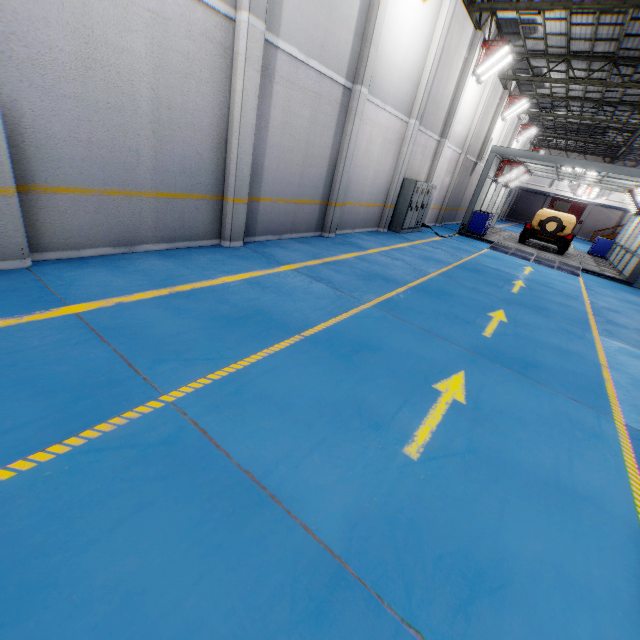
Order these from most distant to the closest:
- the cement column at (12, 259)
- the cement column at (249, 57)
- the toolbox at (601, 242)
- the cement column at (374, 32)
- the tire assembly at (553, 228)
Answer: the toolbox at (601, 242) → the tire assembly at (553, 228) → the cement column at (374, 32) → the cement column at (249, 57) → the cement column at (12, 259)

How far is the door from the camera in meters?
39.8 m

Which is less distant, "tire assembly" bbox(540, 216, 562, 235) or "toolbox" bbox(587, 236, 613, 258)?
"tire assembly" bbox(540, 216, 562, 235)

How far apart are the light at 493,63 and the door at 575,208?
34.98m

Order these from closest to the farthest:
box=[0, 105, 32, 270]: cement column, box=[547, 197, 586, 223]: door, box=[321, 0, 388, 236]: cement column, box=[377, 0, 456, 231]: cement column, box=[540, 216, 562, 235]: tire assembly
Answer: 1. box=[0, 105, 32, 270]: cement column
2. box=[321, 0, 388, 236]: cement column
3. box=[377, 0, 456, 231]: cement column
4. box=[540, 216, 562, 235]: tire assembly
5. box=[547, 197, 586, 223]: door

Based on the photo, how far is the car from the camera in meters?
17.1 m

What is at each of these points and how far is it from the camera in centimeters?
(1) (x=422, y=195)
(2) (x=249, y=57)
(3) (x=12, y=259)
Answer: (1) cabinet, 1425cm
(2) cement column, 584cm
(3) cement column, 441cm

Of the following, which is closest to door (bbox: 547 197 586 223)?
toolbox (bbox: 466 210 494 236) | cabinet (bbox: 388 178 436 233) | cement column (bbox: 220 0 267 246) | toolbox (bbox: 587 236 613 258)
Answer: toolbox (bbox: 587 236 613 258)
